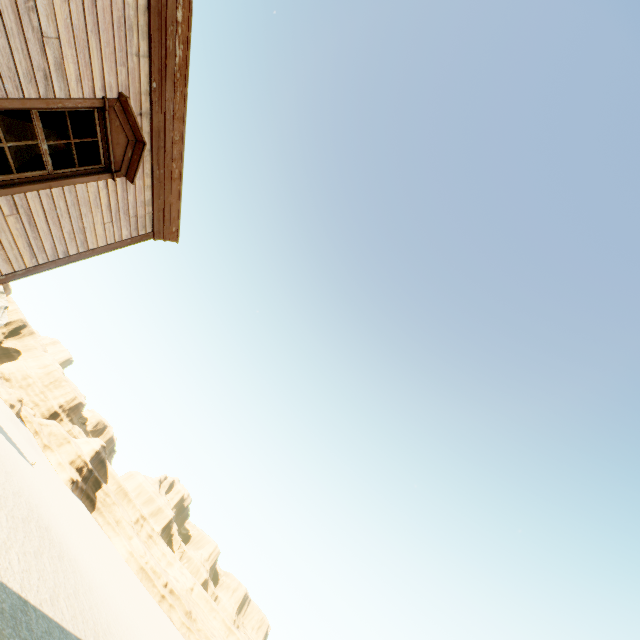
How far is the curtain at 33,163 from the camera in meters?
4.5

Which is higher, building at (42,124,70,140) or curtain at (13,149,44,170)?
building at (42,124,70,140)

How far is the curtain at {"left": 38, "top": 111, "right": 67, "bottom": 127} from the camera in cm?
433

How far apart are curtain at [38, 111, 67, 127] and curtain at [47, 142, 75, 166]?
0.1 meters

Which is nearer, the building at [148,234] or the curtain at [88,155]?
the building at [148,234]

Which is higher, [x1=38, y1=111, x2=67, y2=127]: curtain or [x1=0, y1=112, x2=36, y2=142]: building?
[x1=0, y1=112, x2=36, y2=142]: building

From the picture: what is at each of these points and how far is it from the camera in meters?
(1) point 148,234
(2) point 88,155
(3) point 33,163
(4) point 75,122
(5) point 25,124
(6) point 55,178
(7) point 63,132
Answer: (1) building, 6.8 m
(2) curtain, 5.1 m
(3) curtain, 4.6 m
(4) curtain, 4.7 m
(5) building, 6.4 m
(6) widow, 4.8 m
(7) building, 7.0 m
